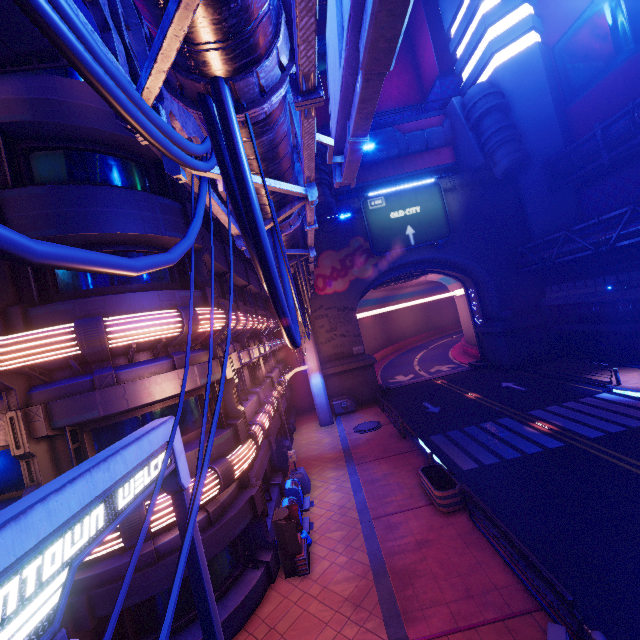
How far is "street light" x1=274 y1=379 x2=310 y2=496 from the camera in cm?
1591

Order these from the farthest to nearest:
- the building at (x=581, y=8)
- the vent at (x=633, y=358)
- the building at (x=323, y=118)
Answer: the building at (x=323, y=118), the building at (x=581, y=8), the vent at (x=633, y=358)

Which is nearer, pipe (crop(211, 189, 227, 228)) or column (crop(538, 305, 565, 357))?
pipe (crop(211, 189, 227, 228))

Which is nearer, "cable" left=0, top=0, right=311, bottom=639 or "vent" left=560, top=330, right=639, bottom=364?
"cable" left=0, top=0, right=311, bottom=639

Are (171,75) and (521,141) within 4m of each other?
no

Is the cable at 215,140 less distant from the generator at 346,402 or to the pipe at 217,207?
the pipe at 217,207

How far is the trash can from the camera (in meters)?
13.16

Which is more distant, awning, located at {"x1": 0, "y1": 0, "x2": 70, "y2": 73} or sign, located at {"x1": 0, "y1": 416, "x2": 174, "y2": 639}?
awning, located at {"x1": 0, "y1": 0, "x2": 70, "y2": 73}
